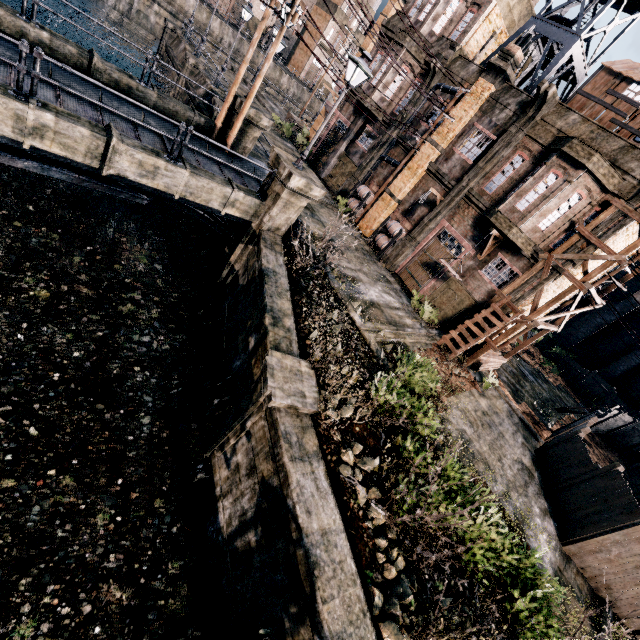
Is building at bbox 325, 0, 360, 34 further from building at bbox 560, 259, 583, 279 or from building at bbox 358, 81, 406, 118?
building at bbox 560, 259, 583, 279

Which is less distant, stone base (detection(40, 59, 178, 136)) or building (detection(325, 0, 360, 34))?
stone base (detection(40, 59, 178, 136))

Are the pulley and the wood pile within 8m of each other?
yes

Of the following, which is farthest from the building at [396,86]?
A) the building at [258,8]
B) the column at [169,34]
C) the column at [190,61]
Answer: the building at [258,8]

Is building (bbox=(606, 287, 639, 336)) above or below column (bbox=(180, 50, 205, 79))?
above

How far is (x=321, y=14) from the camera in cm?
5869

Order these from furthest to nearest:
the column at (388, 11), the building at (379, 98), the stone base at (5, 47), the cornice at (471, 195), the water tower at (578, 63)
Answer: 1. the column at (388, 11)
2. the building at (379, 98)
3. the cornice at (471, 195)
4. the water tower at (578, 63)
5. the stone base at (5, 47)

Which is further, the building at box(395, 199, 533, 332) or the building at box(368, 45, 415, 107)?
the building at box(368, 45, 415, 107)
